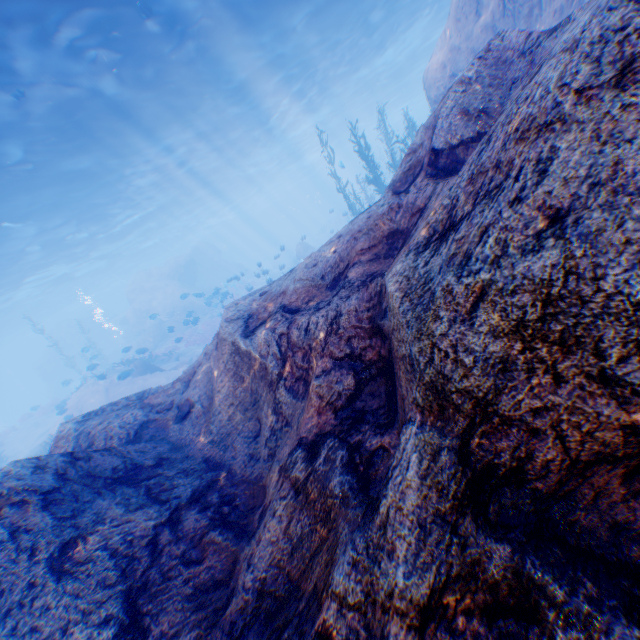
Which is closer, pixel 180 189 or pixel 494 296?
pixel 494 296

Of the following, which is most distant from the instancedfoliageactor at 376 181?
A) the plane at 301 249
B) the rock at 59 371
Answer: the rock at 59 371

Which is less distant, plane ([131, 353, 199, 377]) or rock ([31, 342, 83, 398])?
plane ([131, 353, 199, 377])

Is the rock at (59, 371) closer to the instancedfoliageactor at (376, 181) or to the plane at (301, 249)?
the instancedfoliageactor at (376, 181)

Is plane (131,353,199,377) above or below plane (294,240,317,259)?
below

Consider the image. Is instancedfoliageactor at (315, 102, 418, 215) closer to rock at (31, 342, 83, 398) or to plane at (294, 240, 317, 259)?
plane at (294, 240, 317, 259)

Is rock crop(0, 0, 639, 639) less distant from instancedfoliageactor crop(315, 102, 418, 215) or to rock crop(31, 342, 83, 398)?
instancedfoliageactor crop(315, 102, 418, 215)

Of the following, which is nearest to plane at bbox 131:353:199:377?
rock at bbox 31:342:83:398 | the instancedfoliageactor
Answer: the instancedfoliageactor
